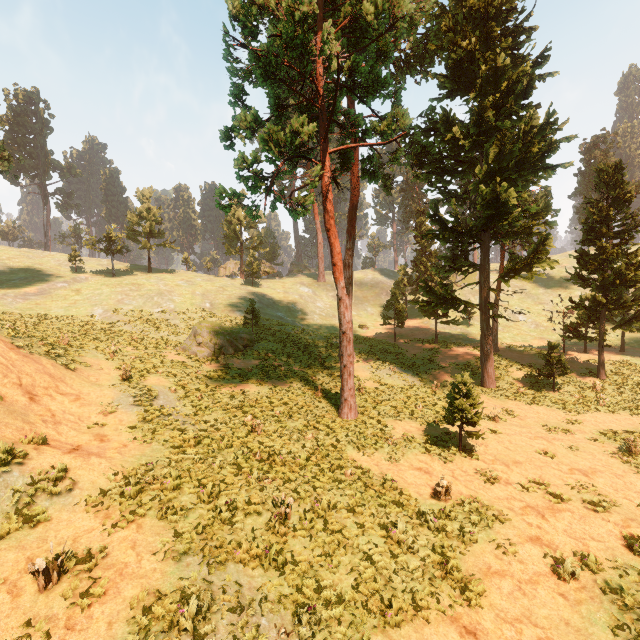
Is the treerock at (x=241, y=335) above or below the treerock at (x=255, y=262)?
below

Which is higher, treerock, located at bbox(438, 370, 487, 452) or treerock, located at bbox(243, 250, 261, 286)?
treerock, located at bbox(243, 250, 261, 286)

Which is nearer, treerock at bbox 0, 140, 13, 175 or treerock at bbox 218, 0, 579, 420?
treerock at bbox 218, 0, 579, 420

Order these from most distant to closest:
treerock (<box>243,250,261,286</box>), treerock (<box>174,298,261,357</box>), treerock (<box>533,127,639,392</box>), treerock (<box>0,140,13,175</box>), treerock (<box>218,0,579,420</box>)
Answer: treerock (<box>243,250,261,286</box>), treerock (<box>0,140,13,175</box>), treerock (<box>174,298,261,357</box>), treerock (<box>533,127,639,392</box>), treerock (<box>218,0,579,420</box>)

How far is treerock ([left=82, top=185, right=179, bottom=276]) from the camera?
45.81m

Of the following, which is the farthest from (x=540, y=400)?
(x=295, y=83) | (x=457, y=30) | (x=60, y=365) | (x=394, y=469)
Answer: (x=60, y=365)

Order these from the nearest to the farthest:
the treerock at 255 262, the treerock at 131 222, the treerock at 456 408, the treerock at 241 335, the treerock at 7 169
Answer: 1. the treerock at 456 408
2. the treerock at 241 335
3. the treerock at 7 169
4. the treerock at 131 222
5. the treerock at 255 262
